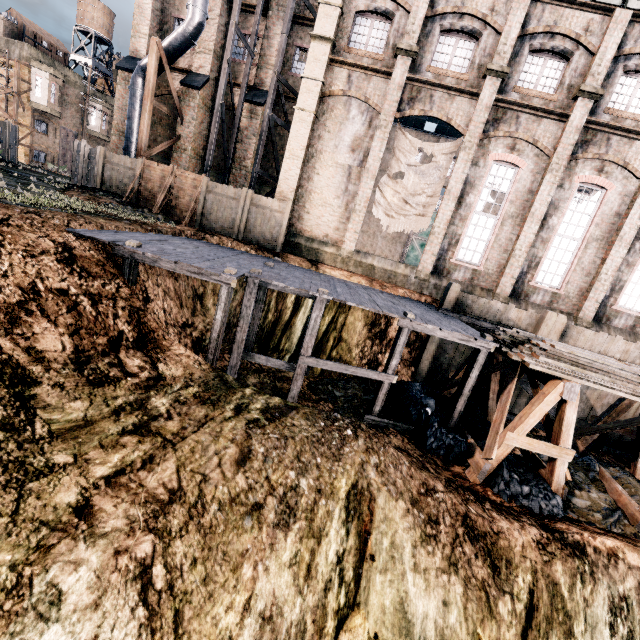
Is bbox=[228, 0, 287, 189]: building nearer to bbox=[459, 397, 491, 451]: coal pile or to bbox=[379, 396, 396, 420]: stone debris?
bbox=[459, 397, 491, 451]: coal pile

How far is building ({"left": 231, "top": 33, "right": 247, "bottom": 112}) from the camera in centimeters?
2214cm

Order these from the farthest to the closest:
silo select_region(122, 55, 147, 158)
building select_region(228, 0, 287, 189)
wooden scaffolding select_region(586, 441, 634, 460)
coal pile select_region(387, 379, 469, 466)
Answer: building select_region(228, 0, 287, 189) < silo select_region(122, 55, 147, 158) < wooden scaffolding select_region(586, 441, 634, 460) < coal pile select_region(387, 379, 469, 466)

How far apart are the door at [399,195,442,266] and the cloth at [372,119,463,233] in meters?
18.8 m

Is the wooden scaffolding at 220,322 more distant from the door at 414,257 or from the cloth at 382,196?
the door at 414,257

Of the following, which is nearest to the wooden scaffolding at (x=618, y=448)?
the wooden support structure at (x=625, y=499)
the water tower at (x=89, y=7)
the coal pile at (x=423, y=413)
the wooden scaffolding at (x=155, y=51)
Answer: the coal pile at (x=423, y=413)

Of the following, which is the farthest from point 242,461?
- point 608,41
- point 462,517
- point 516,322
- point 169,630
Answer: point 608,41

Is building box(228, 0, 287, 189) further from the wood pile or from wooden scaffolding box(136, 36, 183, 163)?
the wood pile
